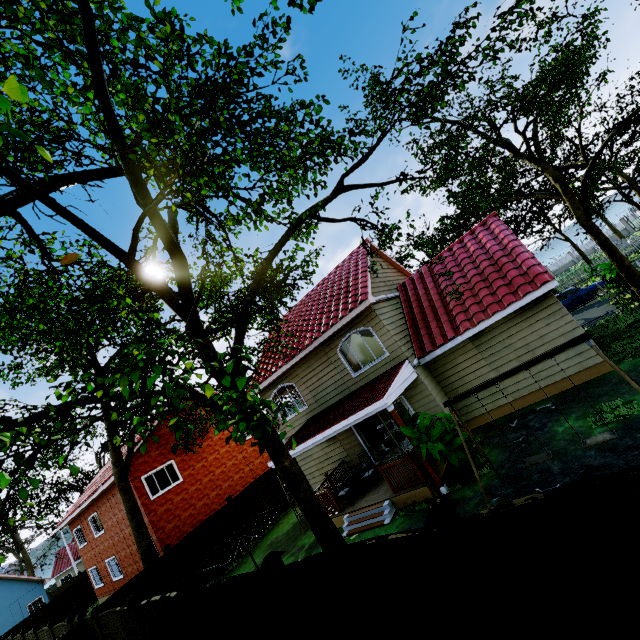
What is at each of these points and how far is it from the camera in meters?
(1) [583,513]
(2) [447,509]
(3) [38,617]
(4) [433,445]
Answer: (1) fence, 2.7
(2) fence post, 3.3
(3) fence, 24.5
(4) plant, 8.5

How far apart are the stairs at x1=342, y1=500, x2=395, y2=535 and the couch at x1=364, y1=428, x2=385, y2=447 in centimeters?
609cm

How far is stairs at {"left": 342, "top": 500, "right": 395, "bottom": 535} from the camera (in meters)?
9.83

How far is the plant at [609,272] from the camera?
16.0m

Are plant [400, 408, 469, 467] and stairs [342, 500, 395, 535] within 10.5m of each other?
yes

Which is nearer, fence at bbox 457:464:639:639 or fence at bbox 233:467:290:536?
fence at bbox 457:464:639:639

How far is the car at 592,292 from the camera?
20.3 meters

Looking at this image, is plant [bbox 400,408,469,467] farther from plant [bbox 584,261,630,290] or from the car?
the car
